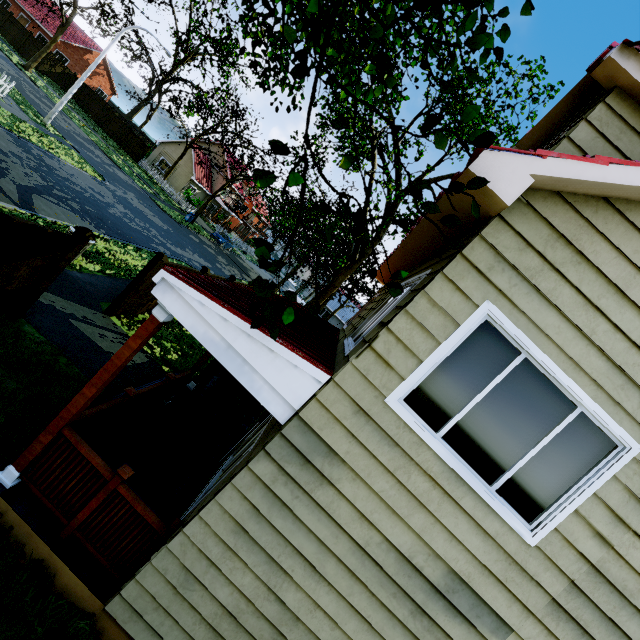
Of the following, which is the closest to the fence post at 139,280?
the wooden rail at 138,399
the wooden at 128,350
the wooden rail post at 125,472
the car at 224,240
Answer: the wooden rail at 138,399

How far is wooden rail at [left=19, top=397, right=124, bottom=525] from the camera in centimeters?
360cm

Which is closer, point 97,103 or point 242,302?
point 242,302

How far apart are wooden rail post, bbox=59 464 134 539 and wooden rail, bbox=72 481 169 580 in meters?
0.0 m

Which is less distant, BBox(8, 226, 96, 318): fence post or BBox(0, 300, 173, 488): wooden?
BBox(0, 300, 173, 488): wooden

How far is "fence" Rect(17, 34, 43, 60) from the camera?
33.53m

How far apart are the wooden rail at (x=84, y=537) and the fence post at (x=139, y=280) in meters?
6.2 m

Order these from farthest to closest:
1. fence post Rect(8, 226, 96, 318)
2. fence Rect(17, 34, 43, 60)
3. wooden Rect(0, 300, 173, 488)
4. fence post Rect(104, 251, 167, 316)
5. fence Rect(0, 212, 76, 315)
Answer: fence Rect(17, 34, 43, 60), fence post Rect(104, 251, 167, 316), fence post Rect(8, 226, 96, 318), fence Rect(0, 212, 76, 315), wooden Rect(0, 300, 173, 488)
